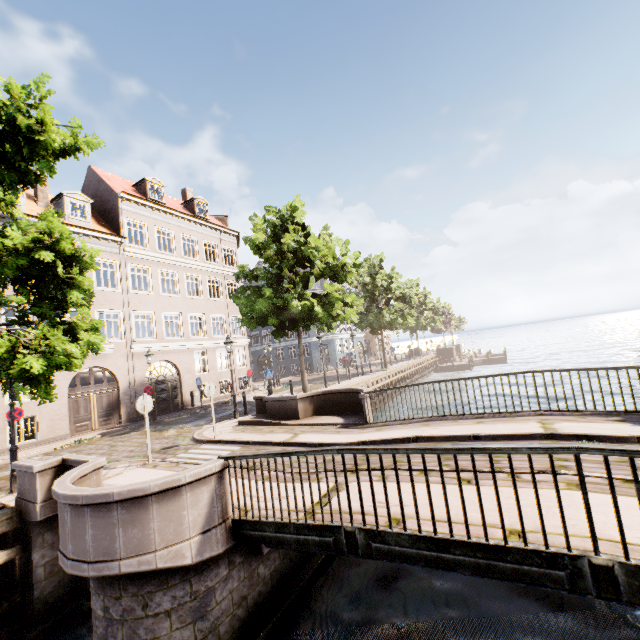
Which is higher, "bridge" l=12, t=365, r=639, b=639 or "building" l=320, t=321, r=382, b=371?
"building" l=320, t=321, r=382, b=371

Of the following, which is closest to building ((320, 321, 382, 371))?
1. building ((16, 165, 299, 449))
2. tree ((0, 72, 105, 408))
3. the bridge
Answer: tree ((0, 72, 105, 408))

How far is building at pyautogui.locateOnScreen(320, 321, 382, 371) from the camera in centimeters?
4116cm

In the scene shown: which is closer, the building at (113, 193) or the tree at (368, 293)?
the tree at (368, 293)

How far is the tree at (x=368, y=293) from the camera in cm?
1605

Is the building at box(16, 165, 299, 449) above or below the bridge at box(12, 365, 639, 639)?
above

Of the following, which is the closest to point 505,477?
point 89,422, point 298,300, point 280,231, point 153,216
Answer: point 298,300
